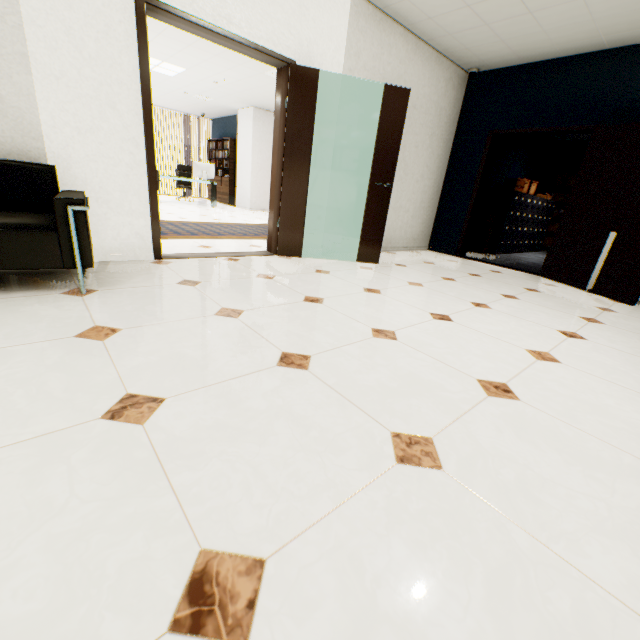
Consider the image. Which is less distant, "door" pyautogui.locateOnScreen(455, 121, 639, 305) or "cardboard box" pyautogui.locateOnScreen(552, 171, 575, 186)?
"door" pyautogui.locateOnScreen(455, 121, 639, 305)

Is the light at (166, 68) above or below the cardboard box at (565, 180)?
above

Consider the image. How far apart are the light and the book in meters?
3.4

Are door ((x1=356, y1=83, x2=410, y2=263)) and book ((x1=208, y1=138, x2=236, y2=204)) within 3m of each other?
no

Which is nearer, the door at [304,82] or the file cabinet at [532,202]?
the door at [304,82]

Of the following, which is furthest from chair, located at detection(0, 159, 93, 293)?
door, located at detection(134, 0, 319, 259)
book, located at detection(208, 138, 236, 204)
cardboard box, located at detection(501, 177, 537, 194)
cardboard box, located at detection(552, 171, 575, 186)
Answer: cardboard box, located at detection(552, 171, 575, 186)

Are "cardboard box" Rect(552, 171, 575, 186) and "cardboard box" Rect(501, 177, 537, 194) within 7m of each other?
yes

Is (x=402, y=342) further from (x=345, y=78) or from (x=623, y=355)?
(x=345, y=78)
